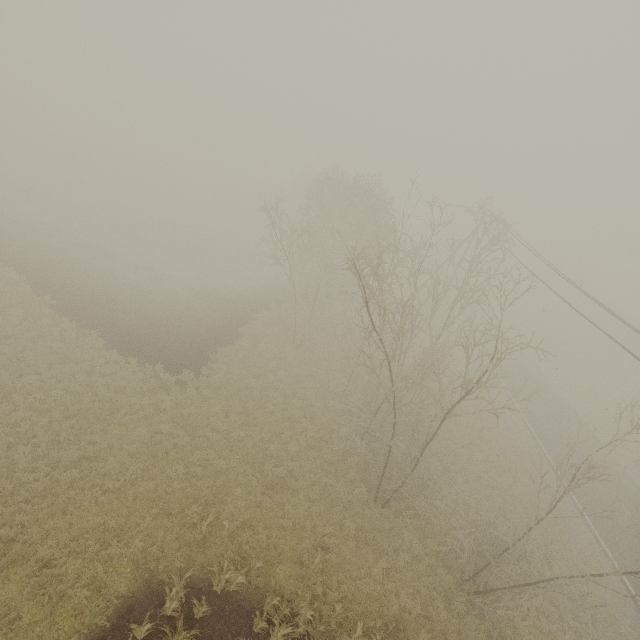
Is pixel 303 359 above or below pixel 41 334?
below
